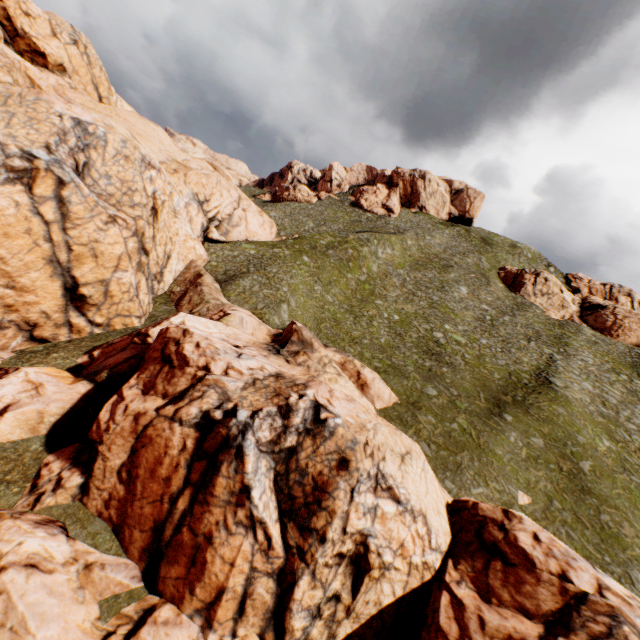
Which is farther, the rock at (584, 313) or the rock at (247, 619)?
the rock at (584, 313)

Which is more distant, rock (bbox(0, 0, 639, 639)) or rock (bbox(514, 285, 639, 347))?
rock (bbox(514, 285, 639, 347))

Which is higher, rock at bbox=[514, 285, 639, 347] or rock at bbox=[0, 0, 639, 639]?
rock at bbox=[514, 285, 639, 347]

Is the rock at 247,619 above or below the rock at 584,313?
below

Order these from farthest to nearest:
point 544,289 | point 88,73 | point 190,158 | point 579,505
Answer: point 544,289 < point 190,158 < point 88,73 < point 579,505
